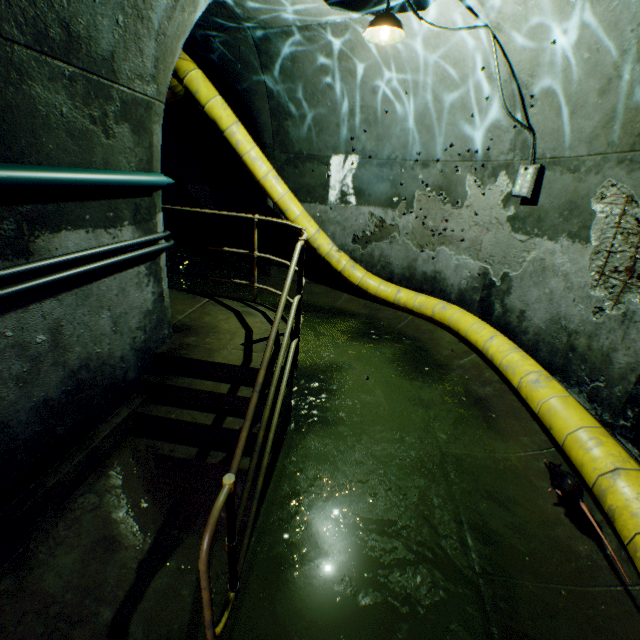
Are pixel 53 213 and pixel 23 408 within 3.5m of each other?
yes

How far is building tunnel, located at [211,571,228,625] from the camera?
2.1 meters

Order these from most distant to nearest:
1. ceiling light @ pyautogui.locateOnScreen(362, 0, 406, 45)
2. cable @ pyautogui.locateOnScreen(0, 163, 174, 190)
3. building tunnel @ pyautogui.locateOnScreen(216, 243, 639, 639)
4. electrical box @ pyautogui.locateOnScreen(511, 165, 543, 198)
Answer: electrical box @ pyautogui.locateOnScreen(511, 165, 543, 198), ceiling light @ pyautogui.locateOnScreen(362, 0, 406, 45), building tunnel @ pyautogui.locateOnScreen(216, 243, 639, 639), cable @ pyautogui.locateOnScreen(0, 163, 174, 190)

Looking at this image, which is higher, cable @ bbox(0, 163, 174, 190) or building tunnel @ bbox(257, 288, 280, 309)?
cable @ bbox(0, 163, 174, 190)

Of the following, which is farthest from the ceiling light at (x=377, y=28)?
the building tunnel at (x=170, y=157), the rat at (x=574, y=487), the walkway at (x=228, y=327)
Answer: the rat at (x=574, y=487)

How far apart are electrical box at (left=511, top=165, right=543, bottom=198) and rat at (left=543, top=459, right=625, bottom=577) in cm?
217

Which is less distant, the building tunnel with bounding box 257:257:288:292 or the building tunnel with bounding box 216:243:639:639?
the building tunnel with bounding box 216:243:639:639

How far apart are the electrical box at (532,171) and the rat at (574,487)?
2.17m
